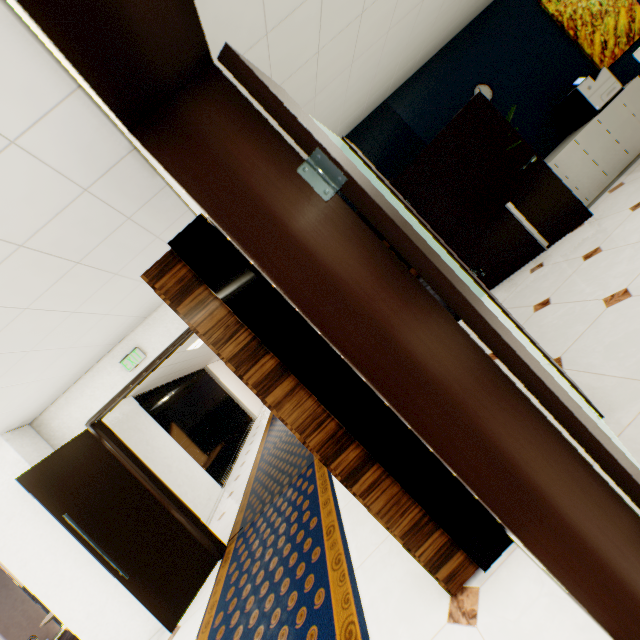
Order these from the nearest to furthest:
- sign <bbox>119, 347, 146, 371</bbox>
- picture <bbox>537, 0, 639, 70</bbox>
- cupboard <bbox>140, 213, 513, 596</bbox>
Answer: cupboard <bbox>140, 213, 513, 596</bbox> → sign <bbox>119, 347, 146, 371</bbox> → picture <bbox>537, 0, 639, 70</bbox>

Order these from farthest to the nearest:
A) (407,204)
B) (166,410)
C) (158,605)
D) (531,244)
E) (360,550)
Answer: (166,410)
(531,244)
(158,605)
(360,550)
(407,204)

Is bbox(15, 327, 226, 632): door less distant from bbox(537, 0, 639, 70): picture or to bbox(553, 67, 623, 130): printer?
bbox(553, 67, 623, 130): printer

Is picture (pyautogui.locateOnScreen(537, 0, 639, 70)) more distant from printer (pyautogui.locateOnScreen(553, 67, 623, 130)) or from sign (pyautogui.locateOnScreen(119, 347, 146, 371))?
sign (pyautogui.locateOnScreen(119, 347, 146, 371))

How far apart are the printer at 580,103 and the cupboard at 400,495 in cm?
484

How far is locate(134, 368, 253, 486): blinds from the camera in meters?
7.8

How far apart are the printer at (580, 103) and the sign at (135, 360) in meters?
6.7 m

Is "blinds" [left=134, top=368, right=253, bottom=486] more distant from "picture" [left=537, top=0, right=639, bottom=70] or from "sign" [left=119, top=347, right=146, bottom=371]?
"picture" [left=537, top=0, right=639, bottom=70]
